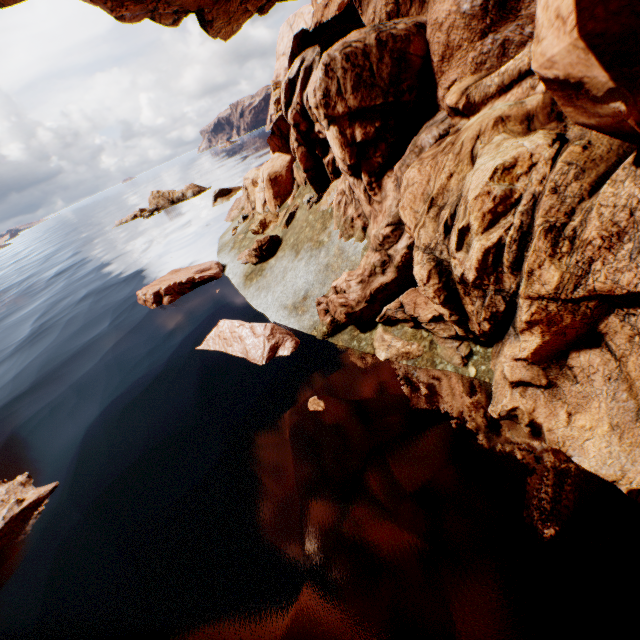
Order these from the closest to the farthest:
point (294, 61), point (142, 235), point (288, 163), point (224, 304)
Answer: point (294, 61)
point (224, 304)
point (288, 163)
point (142, 235)

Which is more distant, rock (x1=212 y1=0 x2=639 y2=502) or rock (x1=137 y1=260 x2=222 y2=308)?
rock (x1=137 y1=260 x2=222 y2=308)

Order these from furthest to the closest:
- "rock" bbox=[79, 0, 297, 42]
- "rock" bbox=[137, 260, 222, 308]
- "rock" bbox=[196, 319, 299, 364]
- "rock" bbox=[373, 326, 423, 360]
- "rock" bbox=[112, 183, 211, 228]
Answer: "rock" bbox=[112, 183, 211, 228] → "rock" bbox=[79, 0, 297, 42] → "rock" bbox=[137, 260, 222, 308] → "rock" bbox=[196, 319, 299, 364] → "rock" bbox=[373, 326, 423, 360]

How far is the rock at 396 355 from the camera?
7.3 meters
